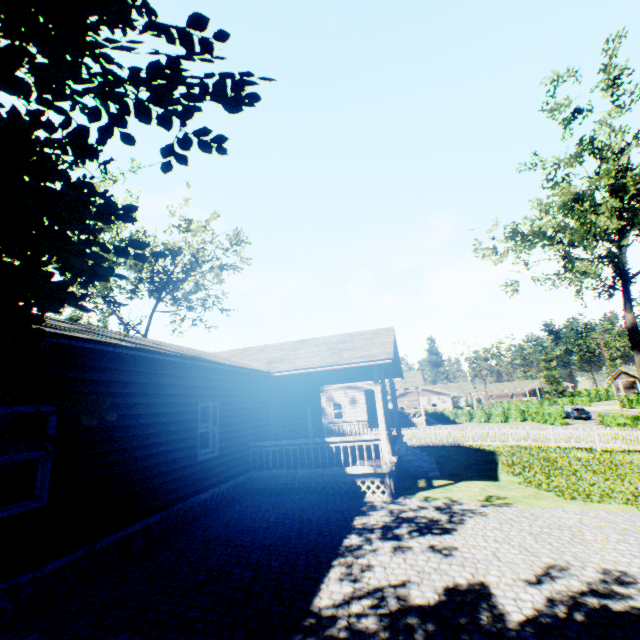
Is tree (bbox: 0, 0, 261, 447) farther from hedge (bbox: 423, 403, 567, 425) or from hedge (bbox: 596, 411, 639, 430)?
hedge (bbox: 423, 403, 567, 425)

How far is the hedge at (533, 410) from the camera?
36.5 meters

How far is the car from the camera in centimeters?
3969cm

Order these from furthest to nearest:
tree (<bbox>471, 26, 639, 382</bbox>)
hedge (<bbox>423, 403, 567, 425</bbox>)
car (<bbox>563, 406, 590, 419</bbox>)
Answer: car (<bbox>563, 406, 590, 419</bbox>) → hedge (<bbox>423, 403, 567, 425</bbox>) → tree (<bbox>471, 26, 639, 382</bbox>)

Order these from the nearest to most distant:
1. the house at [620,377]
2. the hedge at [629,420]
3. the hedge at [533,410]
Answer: the hedge at [629,420]
the hedge at [533,410]
the house at [620,377]

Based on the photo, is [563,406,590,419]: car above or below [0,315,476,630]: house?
below

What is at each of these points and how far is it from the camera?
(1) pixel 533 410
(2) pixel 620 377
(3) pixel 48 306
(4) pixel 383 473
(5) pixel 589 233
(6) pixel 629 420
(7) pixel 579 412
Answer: (1) hedge, 40.75m
(2) house, 58.38m
(3) tree, 1.42m
(4) house, 10.32m
(5) tree, 24.88m
(6) hedge, 23.50m
(7) car, 39.94m

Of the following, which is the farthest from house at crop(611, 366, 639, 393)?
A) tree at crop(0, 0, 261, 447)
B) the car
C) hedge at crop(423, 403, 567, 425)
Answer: tree at crop(0, 0, 261, 447)
